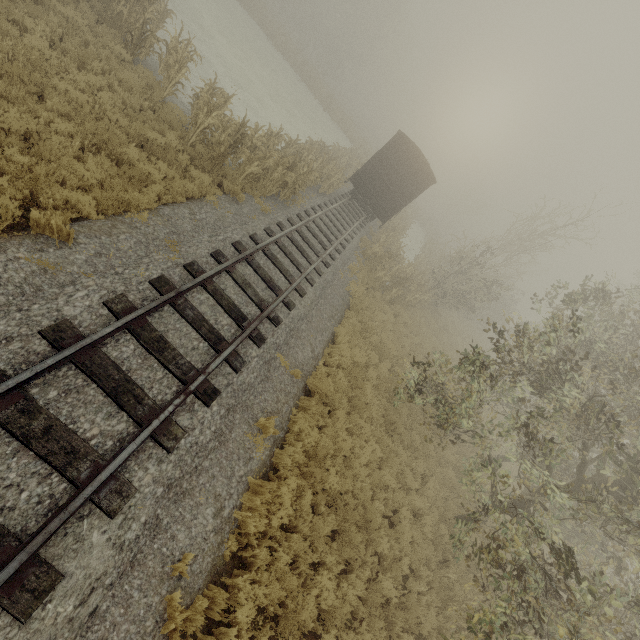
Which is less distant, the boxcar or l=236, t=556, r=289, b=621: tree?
l=236, t=556, r=289, b=621: tree

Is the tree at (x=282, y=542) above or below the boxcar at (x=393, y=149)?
below

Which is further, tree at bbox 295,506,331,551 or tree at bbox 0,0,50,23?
tree at bbox 0,0,50,23

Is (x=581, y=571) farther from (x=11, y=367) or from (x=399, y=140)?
(x=399, y=140)

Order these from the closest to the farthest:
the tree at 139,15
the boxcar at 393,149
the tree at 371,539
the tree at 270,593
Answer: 1. the tree at 270,593
2. the tree at 371,539
3. the tree at 139,15
4. the boxcar at 393,149

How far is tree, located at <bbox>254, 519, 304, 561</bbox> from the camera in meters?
5.6 m
